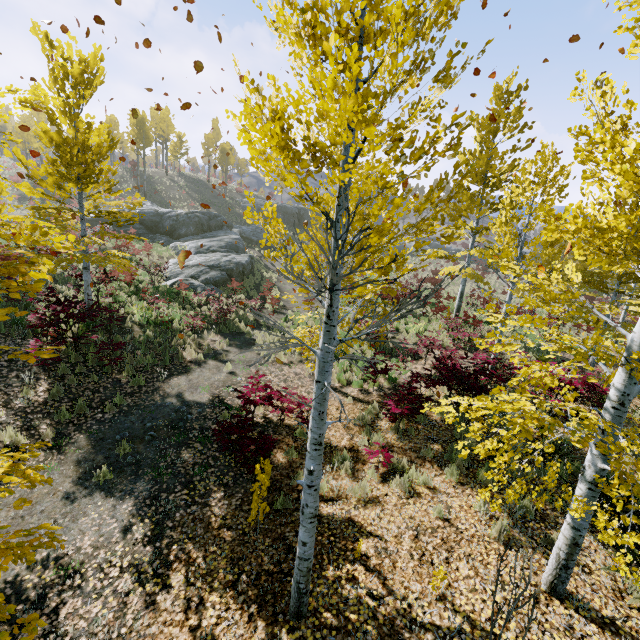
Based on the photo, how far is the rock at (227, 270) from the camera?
19.6 meters

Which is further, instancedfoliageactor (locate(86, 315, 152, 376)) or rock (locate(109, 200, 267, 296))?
rock (locate(109, 200, 267, 296))

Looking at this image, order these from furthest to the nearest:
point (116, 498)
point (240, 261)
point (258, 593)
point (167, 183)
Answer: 1. point (167, 183)
2. point (240, 261)
3. point (116, 498)
4. point (258, 593)

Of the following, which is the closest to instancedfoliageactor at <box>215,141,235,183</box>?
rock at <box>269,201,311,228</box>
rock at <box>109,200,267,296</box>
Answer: rock at <box>109,200,267,296</box>

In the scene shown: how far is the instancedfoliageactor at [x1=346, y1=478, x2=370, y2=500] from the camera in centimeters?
632cm

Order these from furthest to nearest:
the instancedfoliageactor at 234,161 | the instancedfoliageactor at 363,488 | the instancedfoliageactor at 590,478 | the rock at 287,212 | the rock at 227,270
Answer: the instancedfoliageactor at 234,161 < the rock at 287,212 < the rock at 227,270 < the instancedfoliageactor at 363,488 < the instancedfoliageactor at 590,478
